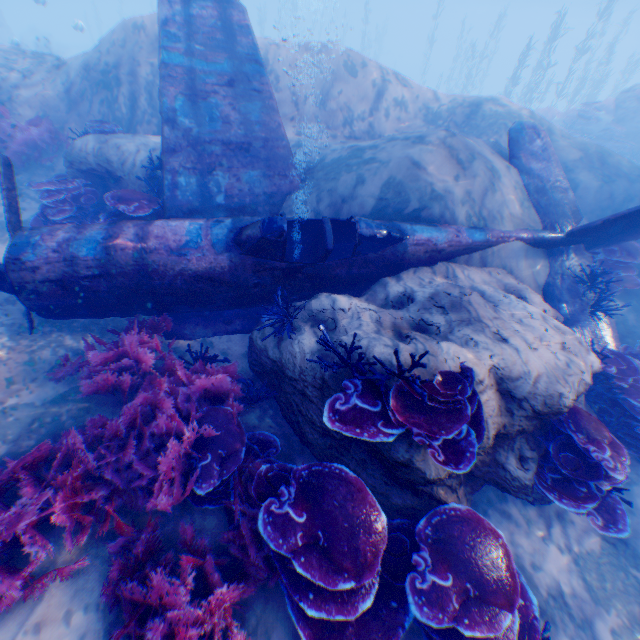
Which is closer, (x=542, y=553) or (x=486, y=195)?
(x=542, y=553)

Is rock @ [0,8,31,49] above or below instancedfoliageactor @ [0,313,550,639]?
above

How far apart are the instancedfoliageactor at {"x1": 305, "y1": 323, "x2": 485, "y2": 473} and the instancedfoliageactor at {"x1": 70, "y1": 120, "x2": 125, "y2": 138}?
8.1m

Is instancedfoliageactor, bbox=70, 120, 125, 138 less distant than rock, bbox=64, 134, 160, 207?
No

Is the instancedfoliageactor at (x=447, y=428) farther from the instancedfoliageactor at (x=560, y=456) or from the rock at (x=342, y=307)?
the instancedfoliageactor at (x=560, y=456)

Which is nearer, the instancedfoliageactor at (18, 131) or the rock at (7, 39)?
the instancedfoliageactor at (18, 131)

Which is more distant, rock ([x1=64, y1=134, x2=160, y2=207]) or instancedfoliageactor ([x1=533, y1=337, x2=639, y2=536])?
rock ([x1=64, y1=134, x2=160, y2=207])

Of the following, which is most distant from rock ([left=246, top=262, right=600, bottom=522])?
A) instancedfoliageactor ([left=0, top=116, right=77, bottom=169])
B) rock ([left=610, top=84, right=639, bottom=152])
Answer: rock ([left=610, top=84, right=639, bottom=152])
